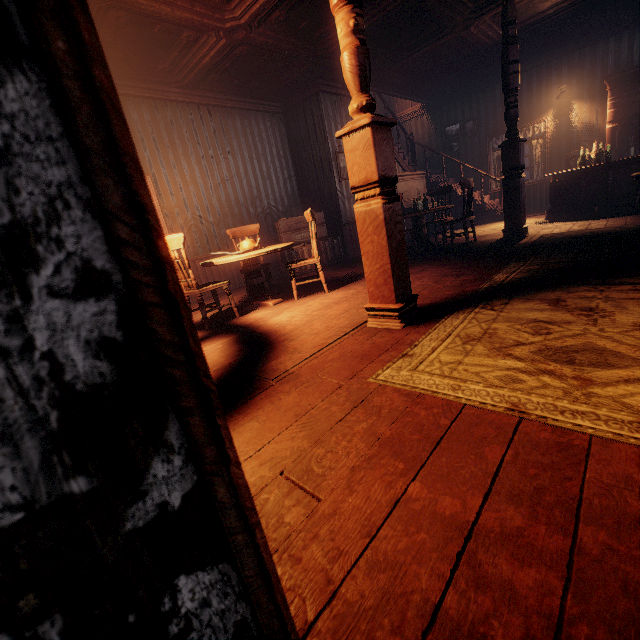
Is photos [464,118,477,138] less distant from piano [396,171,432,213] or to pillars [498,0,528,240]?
piano [396,171,432,213]

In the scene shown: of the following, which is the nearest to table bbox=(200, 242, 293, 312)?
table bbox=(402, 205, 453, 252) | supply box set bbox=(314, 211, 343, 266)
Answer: supply box set bbox=(314, 211, 343, 266)

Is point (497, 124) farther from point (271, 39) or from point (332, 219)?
point (271, 39)

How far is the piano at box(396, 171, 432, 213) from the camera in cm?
861

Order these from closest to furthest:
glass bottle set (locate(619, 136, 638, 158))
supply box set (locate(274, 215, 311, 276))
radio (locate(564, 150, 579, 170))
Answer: supply box set (locate(274, 215, 311, 276)) < glass bottle set (locate(619, 136, 638, 158)) < radio (locate(564, 150, 579, 170))

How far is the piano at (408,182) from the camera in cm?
861

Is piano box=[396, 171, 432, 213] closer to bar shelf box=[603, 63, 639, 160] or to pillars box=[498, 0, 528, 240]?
pillars box=[498, 0, 528, 240]

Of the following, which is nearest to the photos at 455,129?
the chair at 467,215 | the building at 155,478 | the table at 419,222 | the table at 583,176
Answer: the building at 155,478
